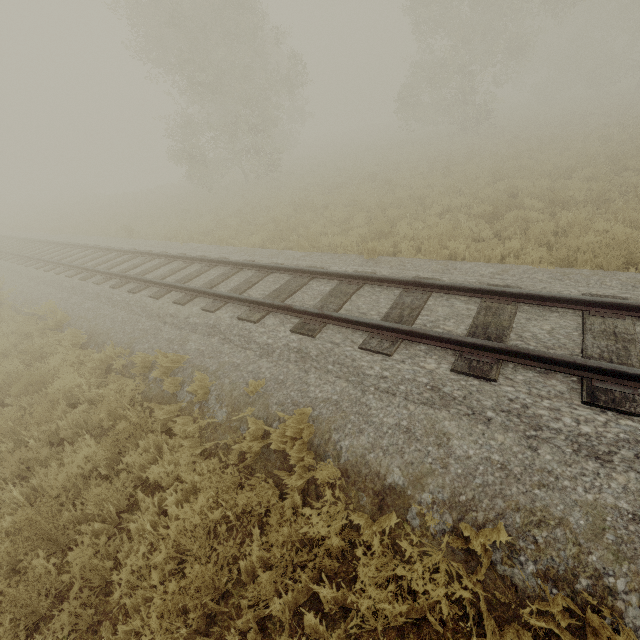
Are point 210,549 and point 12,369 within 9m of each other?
yes
